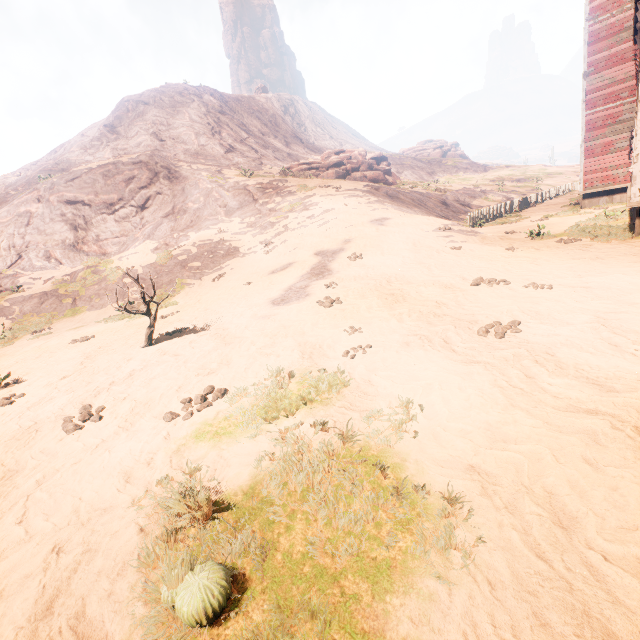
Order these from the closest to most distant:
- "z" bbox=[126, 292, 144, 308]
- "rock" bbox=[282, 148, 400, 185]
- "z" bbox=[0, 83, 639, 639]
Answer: "z" bbox=[0, 83, 639, 639] → "z" bbox=[126, 292, 144, 308] → "rock" bbox=[282, 148, 400, 185]

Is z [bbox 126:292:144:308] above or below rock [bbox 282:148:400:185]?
below

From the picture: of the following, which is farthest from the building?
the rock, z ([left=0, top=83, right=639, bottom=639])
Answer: the rock

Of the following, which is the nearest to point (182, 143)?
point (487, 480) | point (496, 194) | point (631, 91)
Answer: point (496, 194)

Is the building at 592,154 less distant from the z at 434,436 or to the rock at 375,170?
the z at 434,436

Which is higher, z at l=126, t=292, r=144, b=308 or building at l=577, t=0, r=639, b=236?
building at l=577, t=0, r=639, b=236

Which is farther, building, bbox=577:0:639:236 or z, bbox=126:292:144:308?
z, bbox=126:292:144:308

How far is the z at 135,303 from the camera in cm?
1367
